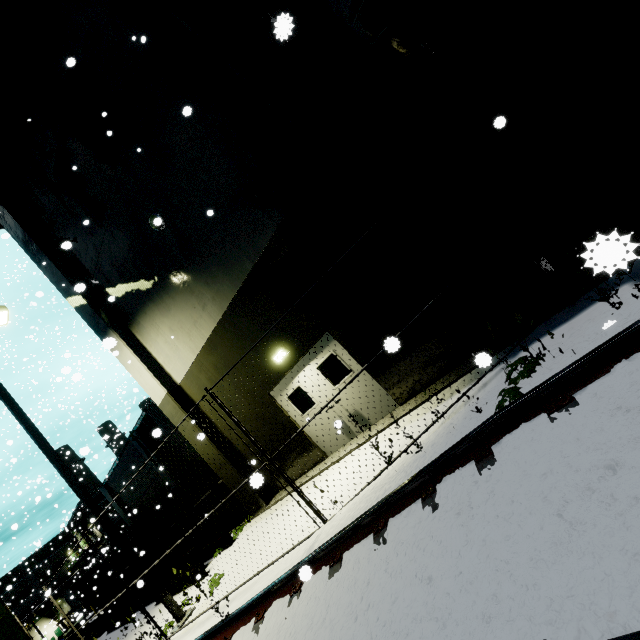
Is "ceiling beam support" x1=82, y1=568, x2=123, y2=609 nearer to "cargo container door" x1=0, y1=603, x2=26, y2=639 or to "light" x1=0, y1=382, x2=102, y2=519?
"cargo container door" x1=0, y1=603, x2=26, y2=639

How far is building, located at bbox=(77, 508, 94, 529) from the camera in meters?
19.2 m

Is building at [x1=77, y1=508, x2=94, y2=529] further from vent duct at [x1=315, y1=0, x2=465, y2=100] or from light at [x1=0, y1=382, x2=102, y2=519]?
light at [x1=0, y1=382, x2=102, y2=519]

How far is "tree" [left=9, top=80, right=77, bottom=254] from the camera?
10.00m

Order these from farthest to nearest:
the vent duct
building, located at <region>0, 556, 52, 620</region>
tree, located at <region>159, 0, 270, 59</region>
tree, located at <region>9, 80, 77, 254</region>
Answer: building, located at <region>0, 556, 52, 620</region>, tree, located at <region>9, 80, 77, 254</region>, tree, located at <region>159, 0, 270, 59</region>, the vent duct

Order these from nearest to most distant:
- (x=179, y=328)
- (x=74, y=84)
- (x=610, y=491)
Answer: (x=610, y=491) < (x=74, y=84) < (x=179, y=328)

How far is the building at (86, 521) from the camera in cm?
1923

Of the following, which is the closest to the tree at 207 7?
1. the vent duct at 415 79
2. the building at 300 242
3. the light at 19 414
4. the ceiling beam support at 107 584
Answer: the building at 300 242
